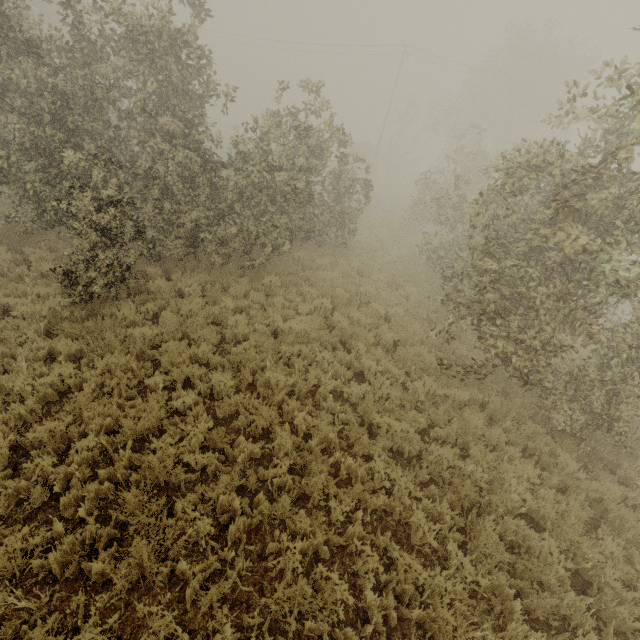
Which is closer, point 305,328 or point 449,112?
point 305,328

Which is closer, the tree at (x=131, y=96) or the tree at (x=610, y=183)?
the tree at (x=610, y=183)

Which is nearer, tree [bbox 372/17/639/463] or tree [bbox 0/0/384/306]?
tree [bbox 372/17/639/463]
